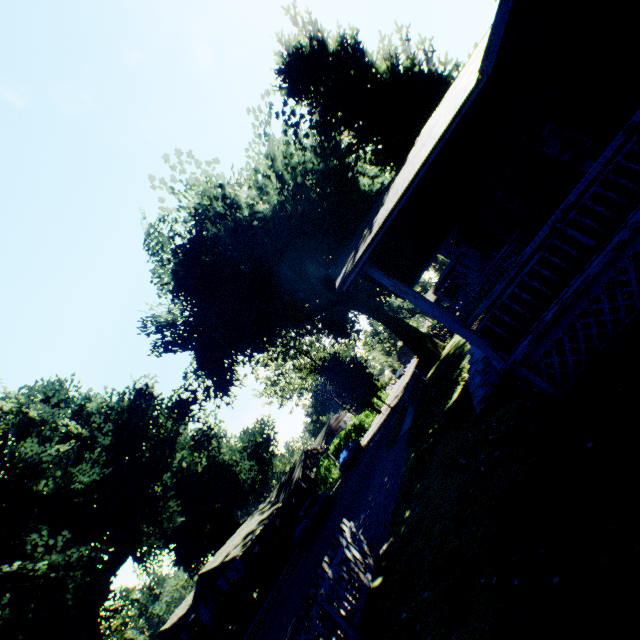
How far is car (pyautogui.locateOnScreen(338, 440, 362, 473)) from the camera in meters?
32.4

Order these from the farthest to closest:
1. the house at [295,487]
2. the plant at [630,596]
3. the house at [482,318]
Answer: the house at [295,487], the house at [482,318], the plant at [630,596]

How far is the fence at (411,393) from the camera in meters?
20.2

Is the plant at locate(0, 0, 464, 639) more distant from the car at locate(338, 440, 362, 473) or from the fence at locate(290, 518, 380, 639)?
the car at locate(338, 440, 362, 473)

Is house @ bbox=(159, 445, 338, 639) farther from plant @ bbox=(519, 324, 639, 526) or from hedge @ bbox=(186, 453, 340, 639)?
hedge @ bbox=(186, 453, 340, 639)

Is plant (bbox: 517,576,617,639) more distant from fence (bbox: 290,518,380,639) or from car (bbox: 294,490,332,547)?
car (bbox: 294,490,332,547)

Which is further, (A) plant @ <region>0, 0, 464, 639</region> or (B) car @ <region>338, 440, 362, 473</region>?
(B) car @ <region>338, 440, 362, 473</region>

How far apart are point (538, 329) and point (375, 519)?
8.8 meters
